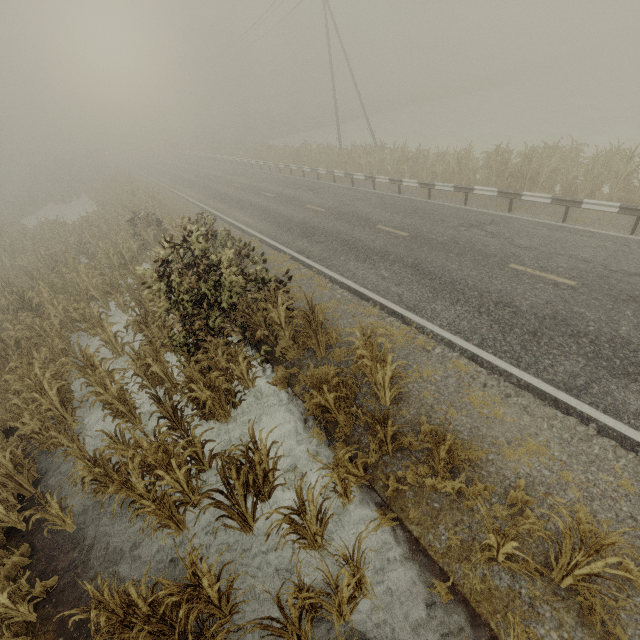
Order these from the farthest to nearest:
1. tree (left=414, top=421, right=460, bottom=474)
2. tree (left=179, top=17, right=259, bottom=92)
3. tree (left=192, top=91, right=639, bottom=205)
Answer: tree (left=179, top=17, right=259, bottom=92)
tree (left=192, top=91, right=639, bottom=205)
tree (left=414, top=421, right=460, bottom=474)

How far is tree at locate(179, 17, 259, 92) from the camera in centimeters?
5397cm

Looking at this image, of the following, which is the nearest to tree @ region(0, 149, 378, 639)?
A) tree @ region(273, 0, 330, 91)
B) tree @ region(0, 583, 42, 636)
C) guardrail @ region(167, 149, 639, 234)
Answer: tree @ region(0, 583, 42, 636)

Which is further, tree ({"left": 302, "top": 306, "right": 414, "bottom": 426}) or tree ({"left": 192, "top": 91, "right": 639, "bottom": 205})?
tree ({"left": 192, "top": 91, "right": 639, "bottom": 205})

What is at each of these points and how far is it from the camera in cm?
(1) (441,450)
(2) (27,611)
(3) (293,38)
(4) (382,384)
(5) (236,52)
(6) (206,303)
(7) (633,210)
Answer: (1) tree, 505
(2) tree, 501
(3) tree, 5534
(4) tree, 644
(5) tree, 3947
(6) tree, 736
(7) guardrail, 978

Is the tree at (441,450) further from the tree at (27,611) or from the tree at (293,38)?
the tree at (293,38)

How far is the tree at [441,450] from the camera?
4.9m

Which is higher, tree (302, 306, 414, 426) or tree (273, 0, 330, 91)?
tree (273, 0, 330, 91)
